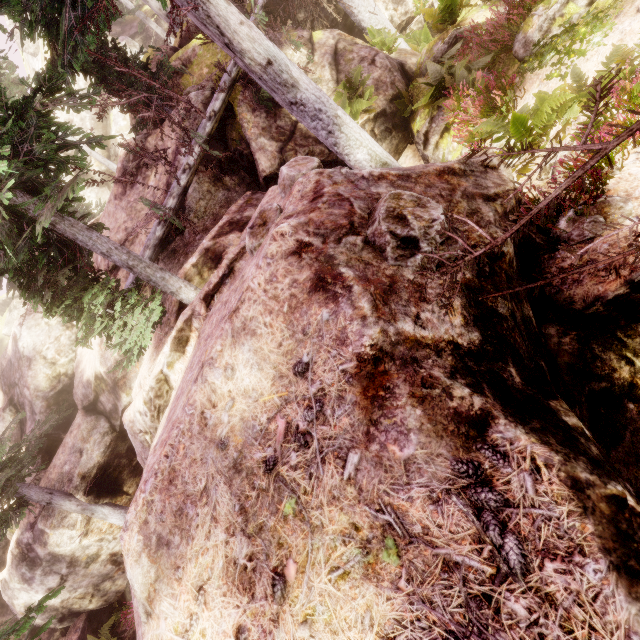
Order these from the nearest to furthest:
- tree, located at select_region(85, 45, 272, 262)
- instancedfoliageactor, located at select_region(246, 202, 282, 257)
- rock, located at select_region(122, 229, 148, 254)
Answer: instancedfoliageactor, located at select_region(246, 202, 282, 257) → tree, located at select_region(85, 45, 272, 262) → rock, located at select_region(122, 229, 148, 254)

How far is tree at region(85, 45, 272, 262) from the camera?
8.4m

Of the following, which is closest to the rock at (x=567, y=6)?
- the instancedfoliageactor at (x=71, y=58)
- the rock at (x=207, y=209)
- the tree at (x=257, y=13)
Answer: the instancedfoliageactor at (x=71, y=58)

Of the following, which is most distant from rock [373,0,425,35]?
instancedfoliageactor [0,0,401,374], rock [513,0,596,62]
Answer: rock [513,0,596,62]

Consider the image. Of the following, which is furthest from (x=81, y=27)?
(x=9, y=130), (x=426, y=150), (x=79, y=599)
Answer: (x=79, y=599)

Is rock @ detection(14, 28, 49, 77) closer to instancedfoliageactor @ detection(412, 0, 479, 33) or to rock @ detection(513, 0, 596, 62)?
instancedfoliageactor @ detection(412, 0, 479, 33)

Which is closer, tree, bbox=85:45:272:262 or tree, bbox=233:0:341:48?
tree, bbox=85:45:272:262

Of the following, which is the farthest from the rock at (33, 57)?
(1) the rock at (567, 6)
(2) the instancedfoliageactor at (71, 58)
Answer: (1) the rock at (567, 6)
